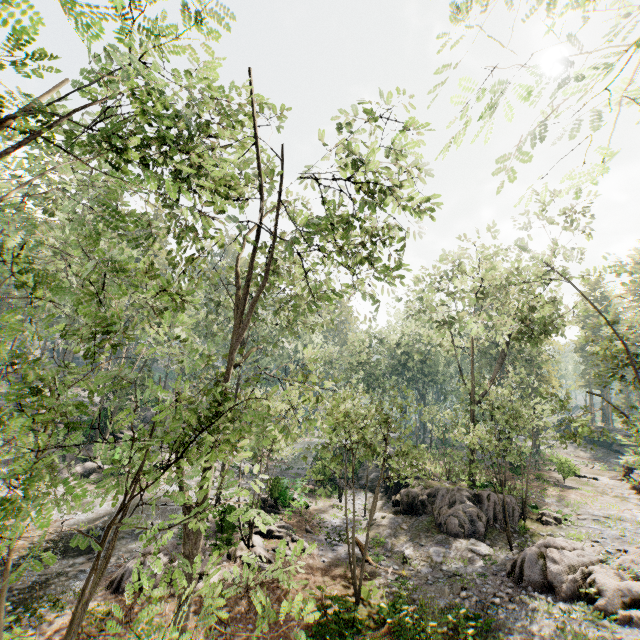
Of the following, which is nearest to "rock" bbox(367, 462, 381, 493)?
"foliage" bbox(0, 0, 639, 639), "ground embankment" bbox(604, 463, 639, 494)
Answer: "foliage" bbox(0, 0, 639, 639)

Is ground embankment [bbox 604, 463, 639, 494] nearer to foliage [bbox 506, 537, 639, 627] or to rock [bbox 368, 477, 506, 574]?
foliage [bbox 506, 537, 639, 627]

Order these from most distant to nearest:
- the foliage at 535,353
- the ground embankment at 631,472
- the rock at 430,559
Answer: the ground embankment at 631,472 → the rock at 430,559 → the foliage at 535,353

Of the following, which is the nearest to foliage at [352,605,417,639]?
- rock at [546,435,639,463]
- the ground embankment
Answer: the ground embankment

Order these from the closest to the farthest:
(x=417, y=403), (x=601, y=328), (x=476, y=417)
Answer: (x=601, y=328), (x=476, y=417), (x=417, y=403)

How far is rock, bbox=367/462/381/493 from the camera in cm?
3048

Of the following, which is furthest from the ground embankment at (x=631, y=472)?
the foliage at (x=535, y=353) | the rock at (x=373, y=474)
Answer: the rock at (x=373, y=474)

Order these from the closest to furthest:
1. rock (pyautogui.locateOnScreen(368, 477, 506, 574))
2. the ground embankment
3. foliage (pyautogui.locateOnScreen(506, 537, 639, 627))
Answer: foliage (pyautogui.locateOnScreen(506, 537, 639, 627)) < rock (pyautogui.locateOnScreen(368, 477, 506, 574)) < the ground embankment
